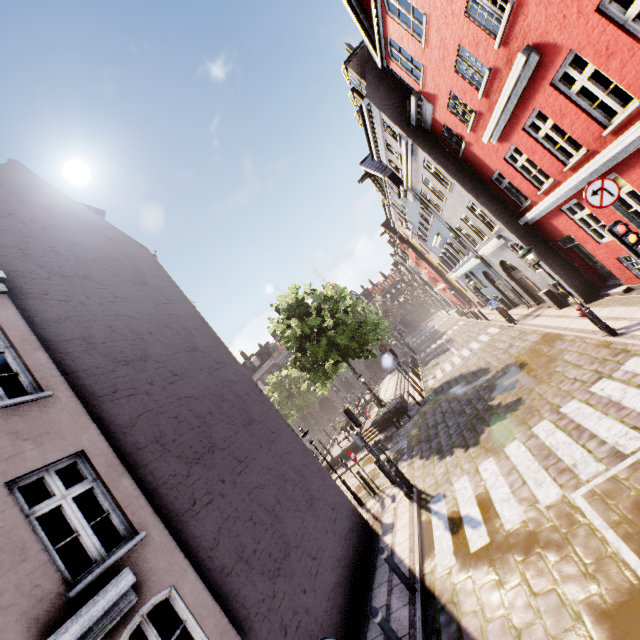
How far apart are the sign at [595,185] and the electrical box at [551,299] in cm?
1089

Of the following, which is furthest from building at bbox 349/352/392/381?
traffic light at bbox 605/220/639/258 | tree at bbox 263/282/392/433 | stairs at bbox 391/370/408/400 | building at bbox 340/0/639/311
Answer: traffic light at bbox 605/220/639/258

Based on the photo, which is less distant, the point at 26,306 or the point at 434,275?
the point at 26,306

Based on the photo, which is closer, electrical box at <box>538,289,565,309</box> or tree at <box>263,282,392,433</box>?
electrical box at <box>538,289,565,309</box>

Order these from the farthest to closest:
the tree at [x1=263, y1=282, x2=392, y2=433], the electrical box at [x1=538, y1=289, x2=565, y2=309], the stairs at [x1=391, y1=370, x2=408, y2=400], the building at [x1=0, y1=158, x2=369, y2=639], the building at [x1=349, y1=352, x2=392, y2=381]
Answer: the building at [x1=349, y1=352, x2=392, y2=381] → the stairs at [x1=391, y1=370, x2=408, y2=400] → the tree at [x1=263, y1=282, x2=392, y2=433] → the electrical box at [x1=538, y1=289, x2=565, y2=309] → the building at [x1=0, y1=158, x2=369, y2=639]

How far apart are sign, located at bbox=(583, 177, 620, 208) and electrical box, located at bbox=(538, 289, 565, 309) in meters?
10.9

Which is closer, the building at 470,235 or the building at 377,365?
the building at 470,235

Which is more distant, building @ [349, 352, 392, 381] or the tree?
building @ [349, 352, 392, 381]
